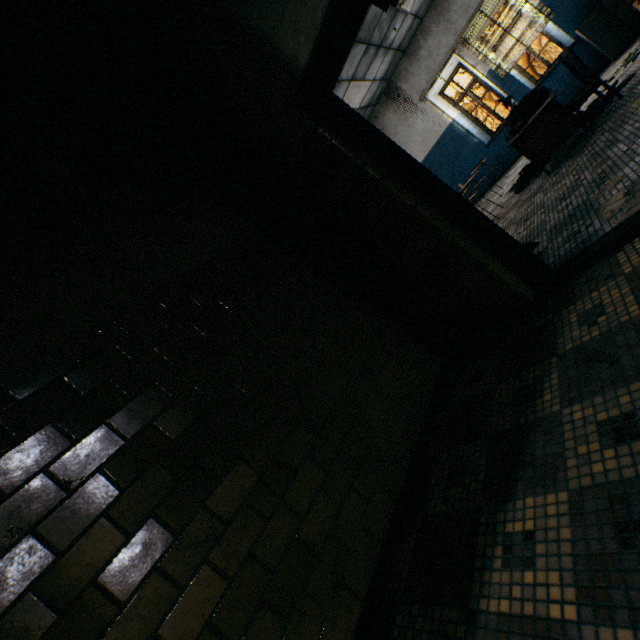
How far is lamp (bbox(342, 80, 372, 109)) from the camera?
7.07m

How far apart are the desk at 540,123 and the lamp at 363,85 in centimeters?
352cm

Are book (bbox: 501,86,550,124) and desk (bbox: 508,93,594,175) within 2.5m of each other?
yes

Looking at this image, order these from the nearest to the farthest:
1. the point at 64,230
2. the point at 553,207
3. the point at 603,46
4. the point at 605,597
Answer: the point at 605,597 → the point at 64,230 → the point at 553,207 → the point at 603,46

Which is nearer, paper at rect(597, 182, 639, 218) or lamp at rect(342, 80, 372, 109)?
paper at rect(597, 182, 639, 218)

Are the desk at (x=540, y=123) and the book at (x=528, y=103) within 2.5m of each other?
yes

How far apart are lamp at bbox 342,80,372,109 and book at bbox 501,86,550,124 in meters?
3.3 m

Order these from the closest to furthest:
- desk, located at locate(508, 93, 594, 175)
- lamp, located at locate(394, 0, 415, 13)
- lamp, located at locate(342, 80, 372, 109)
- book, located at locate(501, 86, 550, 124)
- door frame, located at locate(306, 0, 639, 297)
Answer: door frame, located at locate(306, 0, 639, 297) < desk, located at locate(508, 93, 594, 175) < book, located at locate(501, 86, 550, 124) < lamp, located at locate(394, 0, 415, 13) < lamp, located at locate(342, 80, 372, 109)
